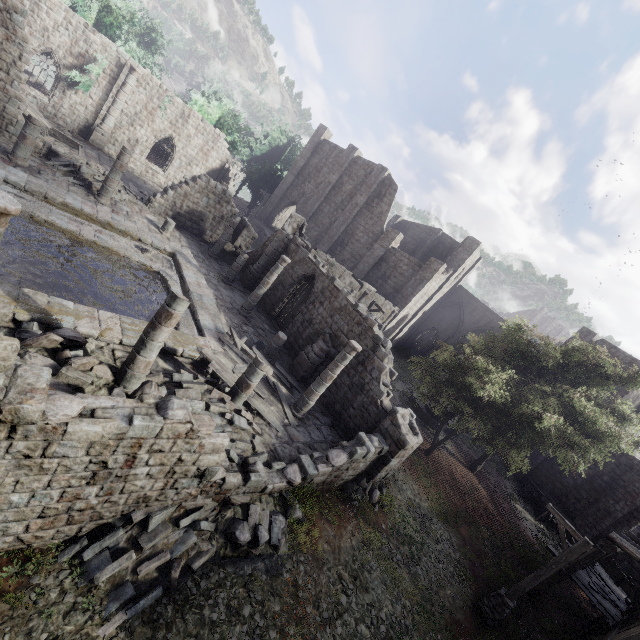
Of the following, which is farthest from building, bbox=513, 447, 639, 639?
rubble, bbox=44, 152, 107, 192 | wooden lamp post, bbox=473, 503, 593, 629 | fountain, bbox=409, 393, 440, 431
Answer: fountain, bbox=409, 393, 440, 431

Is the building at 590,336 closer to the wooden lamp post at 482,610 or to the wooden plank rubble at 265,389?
the wooden plank rubble at 265,389

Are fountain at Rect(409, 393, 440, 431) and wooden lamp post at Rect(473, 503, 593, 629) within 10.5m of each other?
no

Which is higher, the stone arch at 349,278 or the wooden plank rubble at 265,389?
the stone arch at 349,278

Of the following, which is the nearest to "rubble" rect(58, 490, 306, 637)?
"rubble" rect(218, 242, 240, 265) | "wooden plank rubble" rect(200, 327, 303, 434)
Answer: "wooden plank rubble" rect(200, 327, 303, 434)

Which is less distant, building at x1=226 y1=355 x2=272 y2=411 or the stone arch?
building at x1=226 y1=355 x2=272 y2=411

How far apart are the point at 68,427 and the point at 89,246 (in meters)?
11.94

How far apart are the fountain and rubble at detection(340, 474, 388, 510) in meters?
12.0 m
